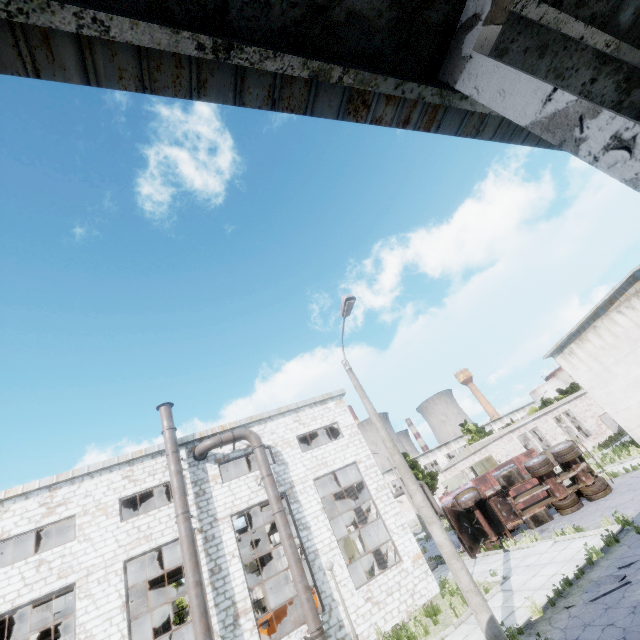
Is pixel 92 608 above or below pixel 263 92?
below

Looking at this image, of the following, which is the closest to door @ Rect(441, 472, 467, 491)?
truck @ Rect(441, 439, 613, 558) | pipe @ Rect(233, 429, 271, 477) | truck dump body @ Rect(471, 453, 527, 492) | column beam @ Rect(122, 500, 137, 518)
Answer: truck dump body @ Rect(471, 453, 527, 492)

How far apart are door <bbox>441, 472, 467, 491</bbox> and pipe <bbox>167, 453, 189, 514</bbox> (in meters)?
31.56

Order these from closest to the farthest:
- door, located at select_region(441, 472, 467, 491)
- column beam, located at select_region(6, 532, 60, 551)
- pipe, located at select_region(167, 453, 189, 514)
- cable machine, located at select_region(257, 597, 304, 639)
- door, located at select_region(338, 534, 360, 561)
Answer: pipe, located at select_region(167, 453, 189, 514) < cable machine, located at select_region(257, 597, 304, 639) < column beam, located at select_region(6, 532, 60, 551) < door, located at select_region(338, 534, 360, 561) < door, located at select_region(441, 472, 467, 491)

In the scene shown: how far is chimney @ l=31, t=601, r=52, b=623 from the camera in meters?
51.5

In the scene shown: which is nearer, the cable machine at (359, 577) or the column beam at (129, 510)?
the cable machine at (359, 577)

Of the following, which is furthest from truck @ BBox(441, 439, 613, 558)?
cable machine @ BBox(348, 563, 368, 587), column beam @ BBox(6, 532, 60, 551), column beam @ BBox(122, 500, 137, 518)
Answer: column beam @ BBox(6, 532, 60, 551)

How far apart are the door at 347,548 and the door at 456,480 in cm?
1411
